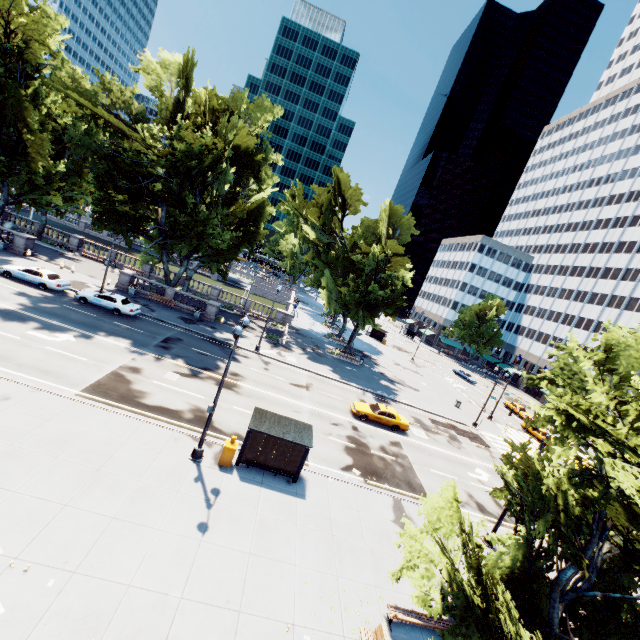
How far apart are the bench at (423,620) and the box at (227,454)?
8.64m

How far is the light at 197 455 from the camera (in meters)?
13.49

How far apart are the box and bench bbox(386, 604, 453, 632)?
8.6m

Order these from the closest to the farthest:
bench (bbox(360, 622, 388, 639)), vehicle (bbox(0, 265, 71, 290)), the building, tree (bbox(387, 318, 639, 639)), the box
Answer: tree (bbox(387, 318, 639, 639)), bench (bbox(360, 622, 388, 639)), the box, vehicle (bbox(0, 265, 71, 290)), the building

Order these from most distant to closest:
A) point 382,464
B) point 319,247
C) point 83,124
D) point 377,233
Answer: point 319,247 → point 83,124 → point 377,233 → point 382,464

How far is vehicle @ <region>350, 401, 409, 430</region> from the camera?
27.12m

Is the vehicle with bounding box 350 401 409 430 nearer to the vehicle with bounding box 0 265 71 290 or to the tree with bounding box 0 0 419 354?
the tree with bounding box 0 0 419 354

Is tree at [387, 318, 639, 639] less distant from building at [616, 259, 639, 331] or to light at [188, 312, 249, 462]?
building at [616, 259, 639, 331]
